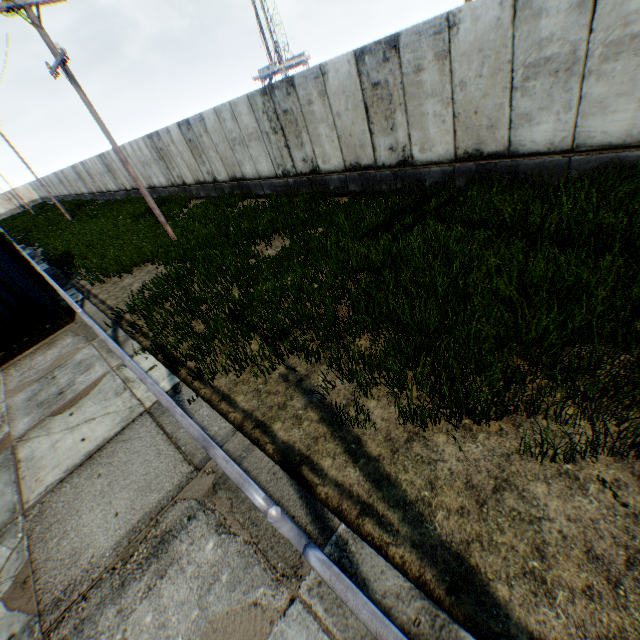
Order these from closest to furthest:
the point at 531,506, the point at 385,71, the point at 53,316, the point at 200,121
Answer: the point at 531,506 → the point at 385,71 → the point at 53,316 → the point at 200,121

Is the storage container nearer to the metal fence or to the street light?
the metal fence

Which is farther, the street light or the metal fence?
the street light

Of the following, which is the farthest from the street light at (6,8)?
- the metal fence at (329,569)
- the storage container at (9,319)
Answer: the metal fence at (329,569)

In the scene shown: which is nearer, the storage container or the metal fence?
the metal fence

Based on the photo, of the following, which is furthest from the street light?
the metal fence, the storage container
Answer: the metal fence
